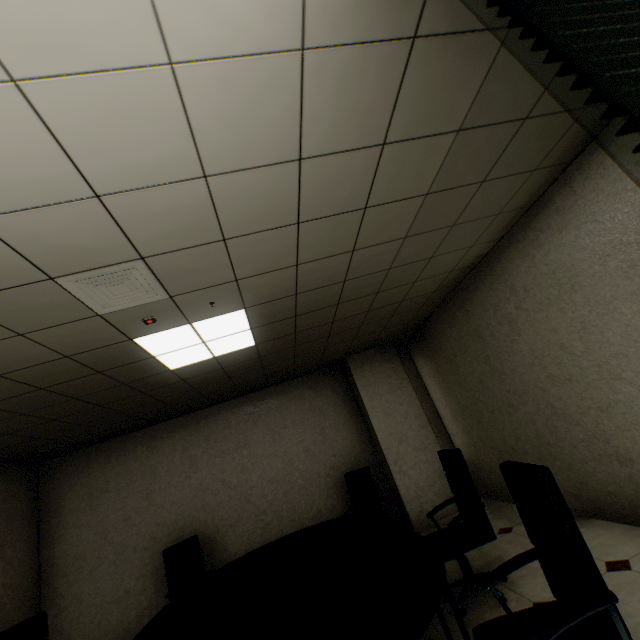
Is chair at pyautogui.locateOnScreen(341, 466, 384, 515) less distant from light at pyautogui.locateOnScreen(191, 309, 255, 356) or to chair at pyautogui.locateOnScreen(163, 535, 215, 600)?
chair at pyautogui.locateOnScreen(163, 535, 215, 600)

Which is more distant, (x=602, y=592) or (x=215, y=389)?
(x=215, y=389)

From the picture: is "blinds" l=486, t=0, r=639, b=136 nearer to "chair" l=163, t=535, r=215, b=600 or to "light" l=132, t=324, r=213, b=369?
"light" l=132, t=324, r=213, b=369

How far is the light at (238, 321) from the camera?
3.0m

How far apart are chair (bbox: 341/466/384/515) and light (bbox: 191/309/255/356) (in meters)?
2.76

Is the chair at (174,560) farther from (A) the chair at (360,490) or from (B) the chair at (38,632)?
(A) the chair at (360,490)

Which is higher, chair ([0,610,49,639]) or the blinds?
the blinds

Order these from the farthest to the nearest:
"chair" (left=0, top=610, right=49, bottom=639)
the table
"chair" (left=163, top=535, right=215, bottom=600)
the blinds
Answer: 1. "chair" (left=163, top=535, right=215, bottom=600)
2. "chair" (left=0, top=610, right=49, bottom=639)
3. the table
4. the blinds
